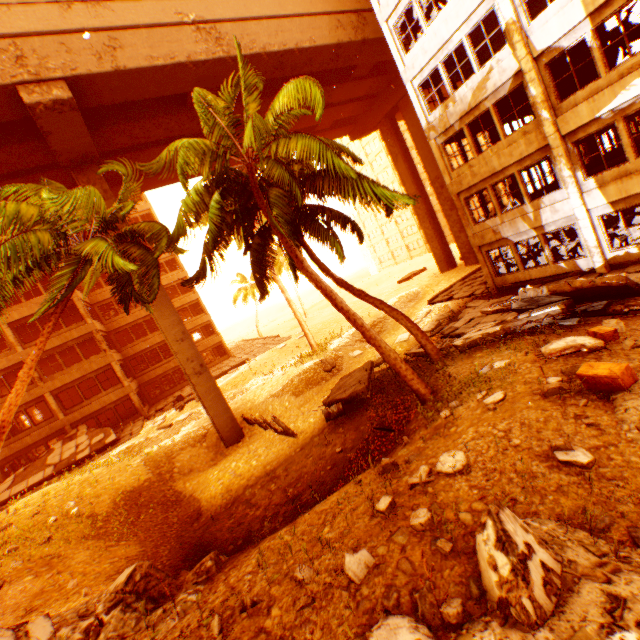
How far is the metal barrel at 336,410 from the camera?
13.64m

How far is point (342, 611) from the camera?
3.8 meters

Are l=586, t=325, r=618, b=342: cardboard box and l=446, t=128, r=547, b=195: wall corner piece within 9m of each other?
yes

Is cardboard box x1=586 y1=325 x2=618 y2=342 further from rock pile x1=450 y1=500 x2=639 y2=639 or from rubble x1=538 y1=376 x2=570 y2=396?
rock pile x1=450 y1=500 x2=639 y2=639

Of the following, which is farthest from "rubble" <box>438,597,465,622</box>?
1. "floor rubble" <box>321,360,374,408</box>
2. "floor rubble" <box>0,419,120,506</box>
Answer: "floor rubble" <box>0,419,120,506</box>

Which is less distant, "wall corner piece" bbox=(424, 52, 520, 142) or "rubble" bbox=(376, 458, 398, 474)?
"rubble" bbox=(376, 458, 398, 474)

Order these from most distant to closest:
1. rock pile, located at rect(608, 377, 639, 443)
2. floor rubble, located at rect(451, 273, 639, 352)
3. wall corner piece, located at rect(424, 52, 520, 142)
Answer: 1. wall corner piece, located at rect(424, 52, 520, 142)
2. floor rubble, located at rect(451, 273, 639, 352)
3. rock pile, located at rect(608, 377, 639, 443)

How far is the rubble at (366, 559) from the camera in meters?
4.1 m
